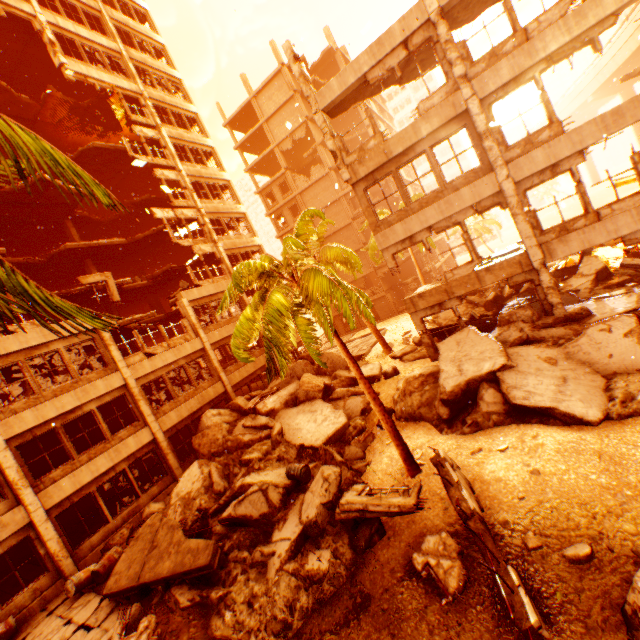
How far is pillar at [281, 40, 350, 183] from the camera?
13.0 meters

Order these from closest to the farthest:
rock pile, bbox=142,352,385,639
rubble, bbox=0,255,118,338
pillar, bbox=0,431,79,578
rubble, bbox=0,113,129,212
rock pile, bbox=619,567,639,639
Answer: rubble, bbox=0,255,118,338 → rubble, bbox=0,113,129,212 → rock pile, bbox=619,567,639,639 → rock pile, bbox=142,352,385,639 → pillar, bbox=0,431,79,578

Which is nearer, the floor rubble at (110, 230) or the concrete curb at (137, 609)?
the concrete curb at (137, 609)

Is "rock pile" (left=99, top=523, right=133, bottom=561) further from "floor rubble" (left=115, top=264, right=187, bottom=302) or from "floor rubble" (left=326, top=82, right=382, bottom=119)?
"floor rubble" (left=326, top=82, right=382, bottom=119)

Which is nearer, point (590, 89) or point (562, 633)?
point (562, 633)

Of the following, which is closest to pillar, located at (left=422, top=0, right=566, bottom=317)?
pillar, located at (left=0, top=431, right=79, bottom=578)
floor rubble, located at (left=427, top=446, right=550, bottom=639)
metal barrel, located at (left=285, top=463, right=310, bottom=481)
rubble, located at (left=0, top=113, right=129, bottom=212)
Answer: rubble, located at (left=0, top=113, right=129, bottom=212)

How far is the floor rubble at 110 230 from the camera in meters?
24.5

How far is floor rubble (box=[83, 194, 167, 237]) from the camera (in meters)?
24.48
